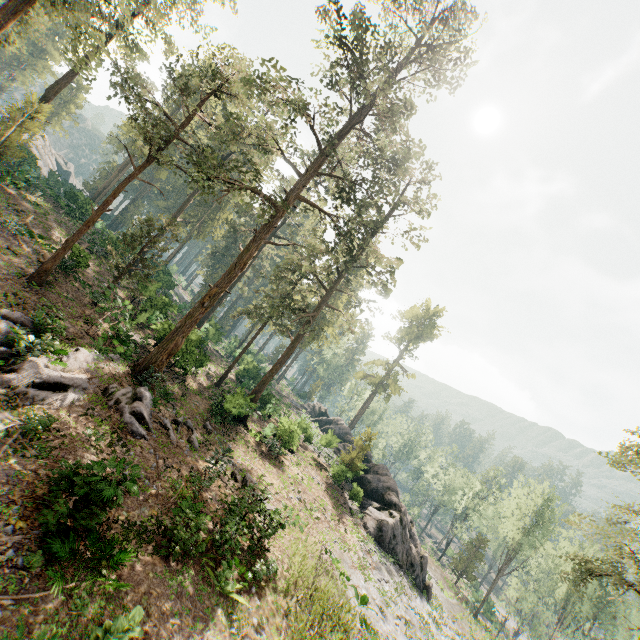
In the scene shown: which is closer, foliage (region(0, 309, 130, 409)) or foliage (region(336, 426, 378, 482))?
foliage (region(0, 309, 130, 409))

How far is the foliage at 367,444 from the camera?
31.59m

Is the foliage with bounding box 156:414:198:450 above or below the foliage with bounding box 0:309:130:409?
below

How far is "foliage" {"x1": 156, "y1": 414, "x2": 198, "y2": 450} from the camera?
17.1 meters

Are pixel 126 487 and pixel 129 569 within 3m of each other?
yes

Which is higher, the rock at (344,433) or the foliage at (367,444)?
the foliage at (367,444)

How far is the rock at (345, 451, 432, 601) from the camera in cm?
2834
